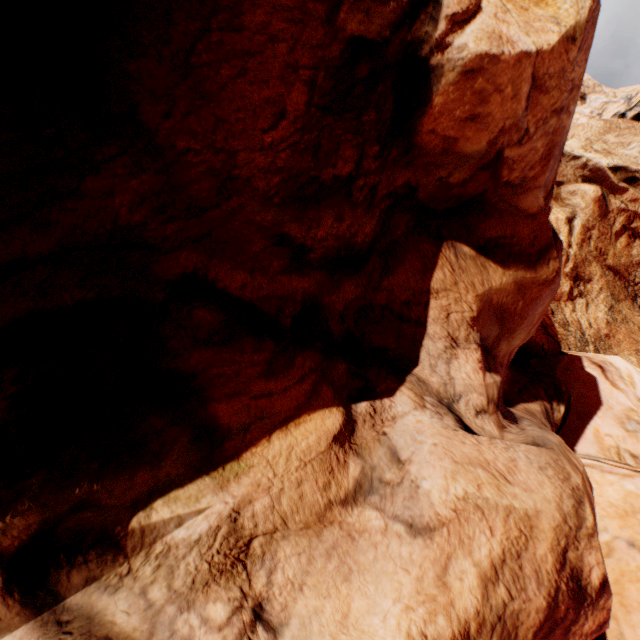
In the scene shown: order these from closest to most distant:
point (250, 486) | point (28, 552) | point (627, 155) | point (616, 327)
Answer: point (28, 552)
point (250, 486)
point (616, 327)
point (627, 155)
